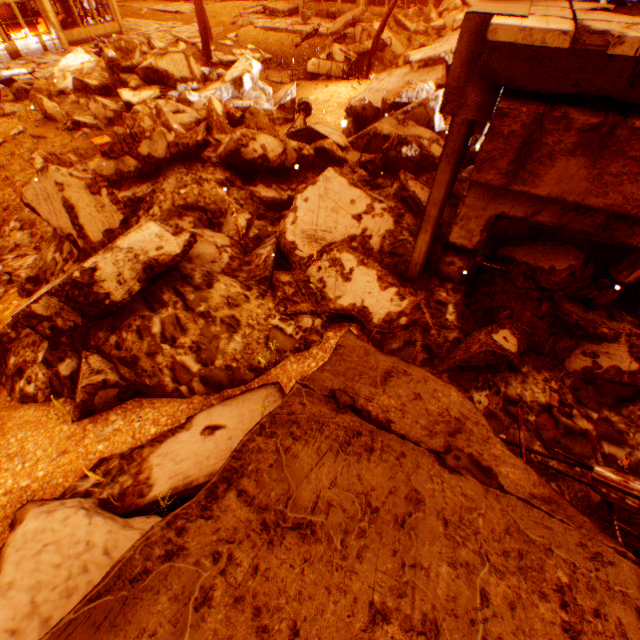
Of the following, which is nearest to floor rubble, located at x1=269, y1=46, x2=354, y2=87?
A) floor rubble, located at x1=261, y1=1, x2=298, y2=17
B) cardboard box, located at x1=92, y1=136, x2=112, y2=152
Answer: cardboard box, located at x1=92, y1=136, x2=112, y2=152

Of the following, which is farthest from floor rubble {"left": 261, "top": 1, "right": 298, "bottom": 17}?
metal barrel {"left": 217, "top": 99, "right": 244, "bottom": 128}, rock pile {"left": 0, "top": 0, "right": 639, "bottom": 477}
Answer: metal barrel {"left": 217, "top": 99, "right": 244, "bottom": 128}

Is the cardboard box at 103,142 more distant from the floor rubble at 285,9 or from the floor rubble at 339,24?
the floor rubble at 285,9

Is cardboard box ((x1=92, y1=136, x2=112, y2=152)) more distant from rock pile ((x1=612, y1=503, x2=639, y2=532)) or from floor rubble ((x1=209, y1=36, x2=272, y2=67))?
floor rubble ((x1=209, y1=36, x2=272, y2=67))

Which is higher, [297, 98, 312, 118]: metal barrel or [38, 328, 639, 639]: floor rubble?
[38, 328, 639, 639]: floor rubble

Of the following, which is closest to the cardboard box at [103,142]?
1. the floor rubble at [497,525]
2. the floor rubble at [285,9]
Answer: the floor rubble at [497,525]

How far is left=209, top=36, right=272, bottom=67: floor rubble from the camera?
18.2 meters

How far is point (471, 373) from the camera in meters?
3.6
